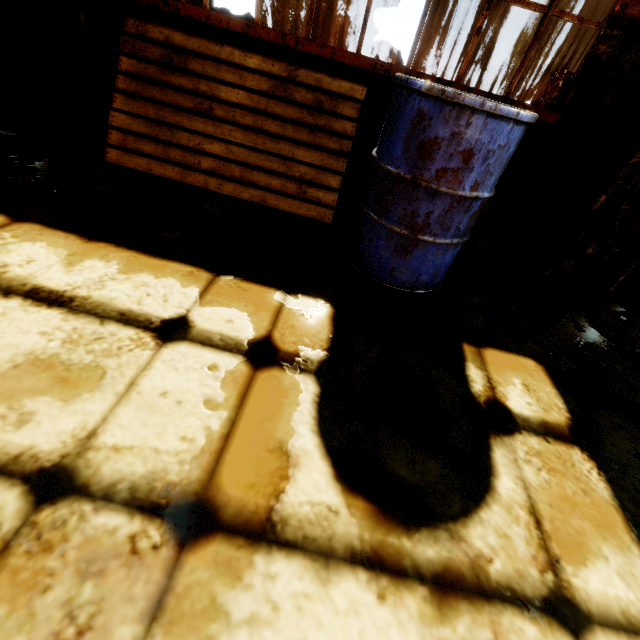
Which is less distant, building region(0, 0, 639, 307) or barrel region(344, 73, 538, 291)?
barrel region(344, 73, 538, 291)

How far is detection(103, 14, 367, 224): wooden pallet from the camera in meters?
2.1 m

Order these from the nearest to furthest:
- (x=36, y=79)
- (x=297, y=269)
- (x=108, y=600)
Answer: (x=108, y=600), (x=297, y=269), (x=36, y=79)

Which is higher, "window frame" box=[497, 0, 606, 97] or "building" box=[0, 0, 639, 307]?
"window frame" box=[497, 0, 606, 97]

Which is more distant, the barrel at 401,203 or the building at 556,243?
Result: the building at 556,243

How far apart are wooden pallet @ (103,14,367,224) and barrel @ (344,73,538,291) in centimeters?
20cm

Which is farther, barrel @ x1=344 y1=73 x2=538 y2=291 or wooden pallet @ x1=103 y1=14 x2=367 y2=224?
wooden pallet @ x1=103 y1=14 x2=367 y2=224

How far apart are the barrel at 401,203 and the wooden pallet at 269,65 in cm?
20
